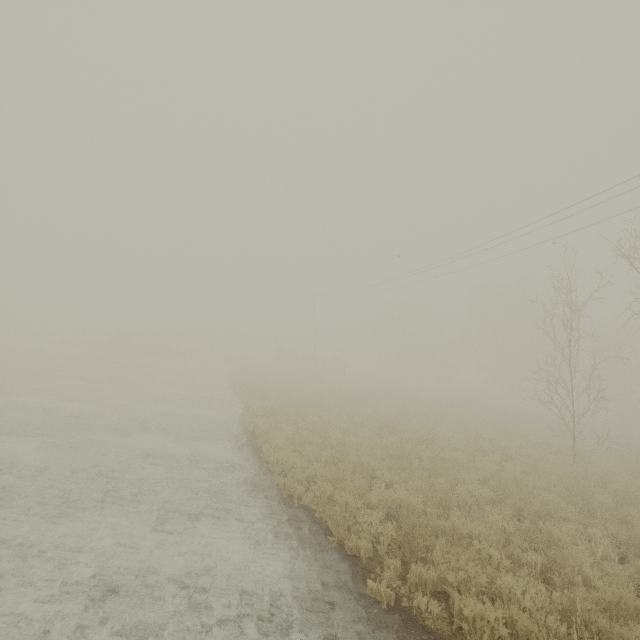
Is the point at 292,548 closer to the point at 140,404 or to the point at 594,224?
the point at 140,404
